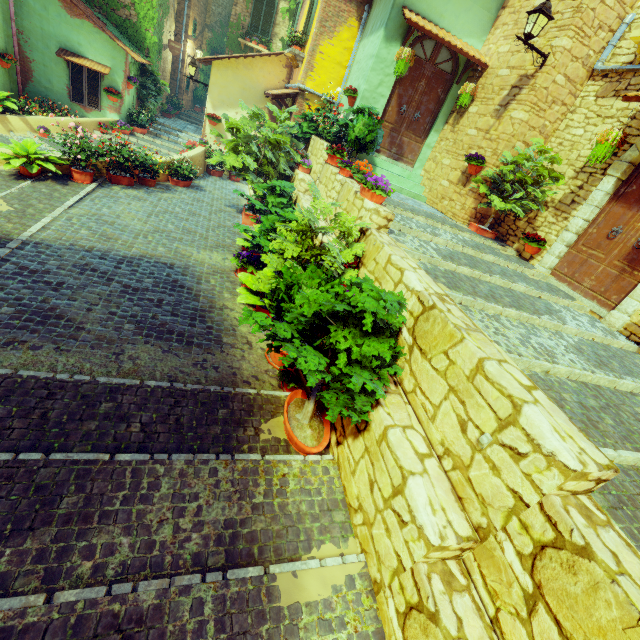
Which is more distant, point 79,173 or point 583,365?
point 79,173

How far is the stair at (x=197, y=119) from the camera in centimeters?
1781cm

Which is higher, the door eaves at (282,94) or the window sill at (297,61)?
the window sill at (297,61)

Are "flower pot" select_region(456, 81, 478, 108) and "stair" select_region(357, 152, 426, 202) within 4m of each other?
yes

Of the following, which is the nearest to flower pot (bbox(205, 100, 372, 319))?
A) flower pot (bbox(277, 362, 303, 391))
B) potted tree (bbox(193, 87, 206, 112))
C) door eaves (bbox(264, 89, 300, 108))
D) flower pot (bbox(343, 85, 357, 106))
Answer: flower pot (bbox(343, 85, 357, 106))

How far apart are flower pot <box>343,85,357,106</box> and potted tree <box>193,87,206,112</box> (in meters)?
15.54

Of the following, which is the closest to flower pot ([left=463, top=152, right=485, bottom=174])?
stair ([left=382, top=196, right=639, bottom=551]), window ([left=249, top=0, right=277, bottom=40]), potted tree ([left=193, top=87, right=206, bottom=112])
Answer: stair ([left=382, top=196, right=639, bottom=551])

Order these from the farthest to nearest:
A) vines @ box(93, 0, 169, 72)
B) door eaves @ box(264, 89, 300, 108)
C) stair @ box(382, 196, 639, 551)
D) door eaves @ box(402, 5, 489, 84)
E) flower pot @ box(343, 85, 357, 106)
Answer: vines @ box(93, 0, 169, 72), door eaves @ box(264, 89, 300, 108), flower pot @ box(343, 85, 357, 106), door eaves @ box(402, 5, 489, 84), stair @ box(382, 196, 639, 551)
